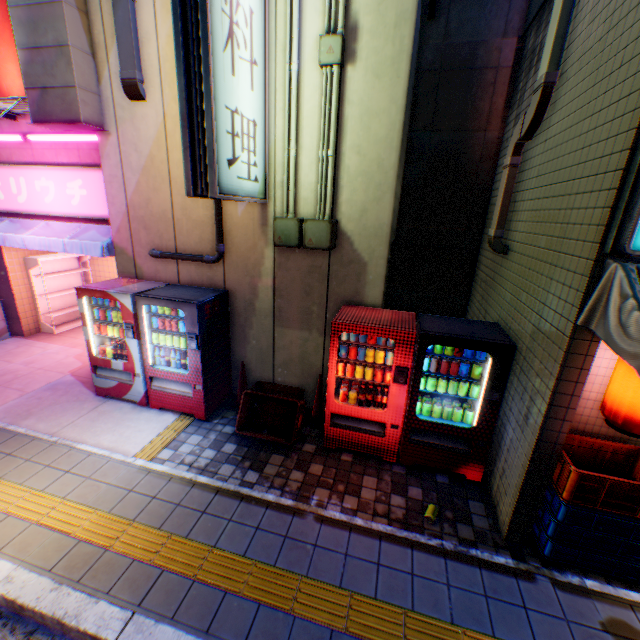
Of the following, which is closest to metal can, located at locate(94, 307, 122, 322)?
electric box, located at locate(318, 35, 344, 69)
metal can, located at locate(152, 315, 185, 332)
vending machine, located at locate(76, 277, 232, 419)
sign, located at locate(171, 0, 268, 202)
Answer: vending machine, located at locate(76, 277, 232, 419)

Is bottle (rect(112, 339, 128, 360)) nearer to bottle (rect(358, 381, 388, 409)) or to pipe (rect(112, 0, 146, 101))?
pipe (rect(112, 0, 146, 101))

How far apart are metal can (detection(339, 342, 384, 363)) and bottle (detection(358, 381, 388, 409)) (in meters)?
0.36

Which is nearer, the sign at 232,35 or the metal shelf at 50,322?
the sign at 232,35

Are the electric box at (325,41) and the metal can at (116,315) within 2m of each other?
no

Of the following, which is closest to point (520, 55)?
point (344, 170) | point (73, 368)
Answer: point (344, 170)

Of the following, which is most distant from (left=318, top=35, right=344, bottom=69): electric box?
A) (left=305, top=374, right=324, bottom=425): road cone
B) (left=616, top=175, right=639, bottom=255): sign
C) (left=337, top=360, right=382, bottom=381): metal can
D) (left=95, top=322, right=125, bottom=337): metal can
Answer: (left=95, top=322, right=125, bottom=337): metal can

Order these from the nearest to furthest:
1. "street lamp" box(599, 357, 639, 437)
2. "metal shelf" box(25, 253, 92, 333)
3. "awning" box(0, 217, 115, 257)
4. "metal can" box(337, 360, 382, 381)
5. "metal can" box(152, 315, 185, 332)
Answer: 1. "street lamp" box(599, 357, 639, 437)
2. "metal can" box(337, 360, 382, 381)
3. "metal can" box(152, 315, 185, 332)
4. "awning" box(0, 217, 115, 257)
5. "metal shelf" box(25, 253, 92, 333)
